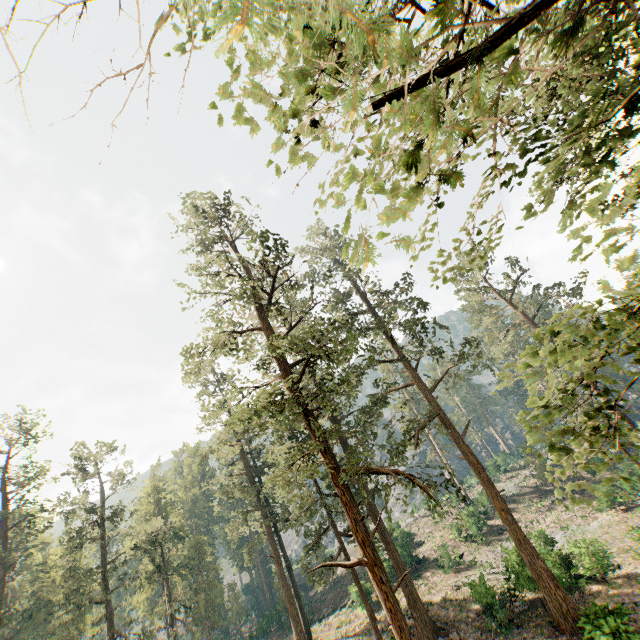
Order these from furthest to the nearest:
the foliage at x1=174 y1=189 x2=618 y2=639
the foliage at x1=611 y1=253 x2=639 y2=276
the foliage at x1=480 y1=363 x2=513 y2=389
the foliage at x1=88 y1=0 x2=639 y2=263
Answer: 1. the foliage at x1=174 y1=189 x2=618 y2=639
2. the foliage at x1=480 y1=363 x2=513 y2=389
3. the foliage at x1=611 y1=253 x2=639 y2=276
4. the foliage at x1=88 y1=0 x2=639 y2=263

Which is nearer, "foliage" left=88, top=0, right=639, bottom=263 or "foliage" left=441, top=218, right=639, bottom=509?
"foliage" left=88, top=0, right=639, bottom=263

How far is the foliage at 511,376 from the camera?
4.98m

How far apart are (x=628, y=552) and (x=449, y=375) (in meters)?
19.13

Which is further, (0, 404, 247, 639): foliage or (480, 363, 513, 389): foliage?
(0, 404, 247, 639): foliage

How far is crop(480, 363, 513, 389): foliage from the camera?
4.98m

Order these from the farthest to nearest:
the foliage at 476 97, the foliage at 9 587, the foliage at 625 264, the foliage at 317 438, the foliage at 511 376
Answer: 1. the foliage at 9 587
2. the foliage at 317 438
3. the foliage at 511 376
4. the foliage at 625 264
5. the foliage at 476 97
